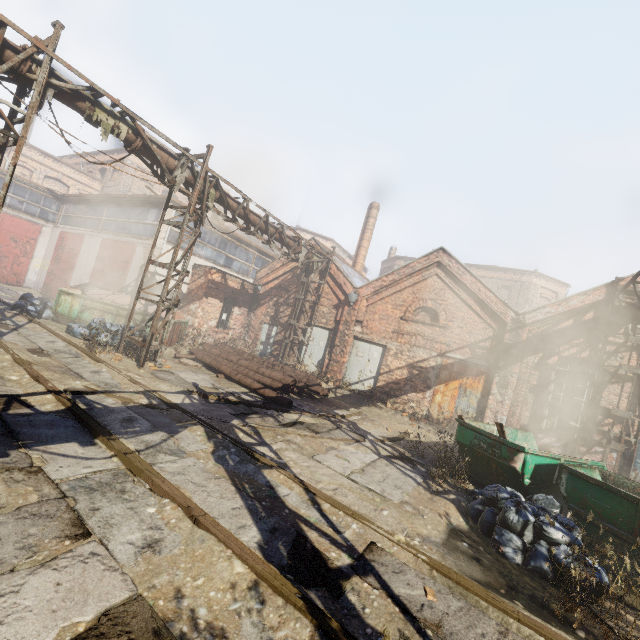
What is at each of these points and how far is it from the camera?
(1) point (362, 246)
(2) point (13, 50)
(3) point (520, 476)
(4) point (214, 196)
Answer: (1) building, 23.70m
(2) pipe, 6.27m
(3) container, 6.45m
(4) pipe, 10.56m

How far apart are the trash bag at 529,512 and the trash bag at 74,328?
11.5m

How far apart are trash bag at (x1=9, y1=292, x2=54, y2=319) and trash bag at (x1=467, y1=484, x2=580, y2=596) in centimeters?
1609cm

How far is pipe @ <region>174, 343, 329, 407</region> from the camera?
10.68m

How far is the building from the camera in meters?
23.6 m

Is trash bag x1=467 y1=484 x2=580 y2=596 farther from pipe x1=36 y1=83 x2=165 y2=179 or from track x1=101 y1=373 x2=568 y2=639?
pipe x1=36 y1=83 x2=165 y2=179

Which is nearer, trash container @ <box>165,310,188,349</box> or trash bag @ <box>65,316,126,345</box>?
trash bag @ <box>65,316,126,345</box>

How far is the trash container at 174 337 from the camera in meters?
13.5 m
